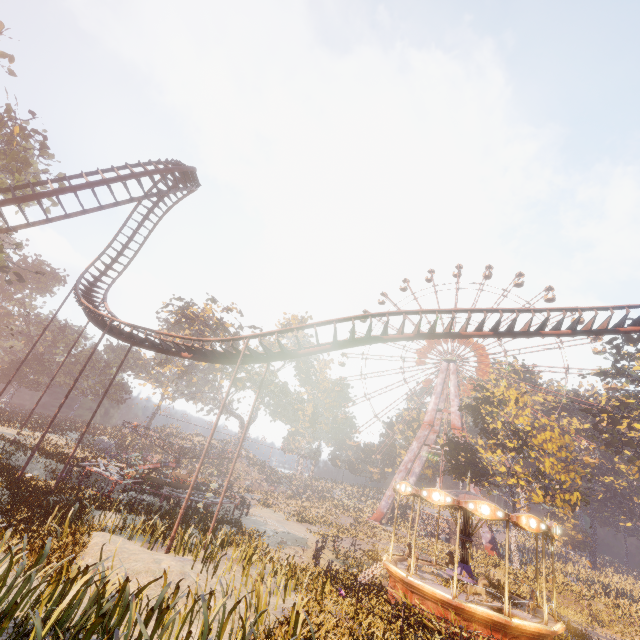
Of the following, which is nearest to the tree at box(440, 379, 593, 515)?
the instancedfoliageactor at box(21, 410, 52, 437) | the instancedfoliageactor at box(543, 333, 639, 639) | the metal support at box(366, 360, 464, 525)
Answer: the instancedfoliageactor at box(543, 333, 639, 639)

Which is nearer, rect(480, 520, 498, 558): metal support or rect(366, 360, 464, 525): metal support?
rect(480, 520, 498, 558): metal support

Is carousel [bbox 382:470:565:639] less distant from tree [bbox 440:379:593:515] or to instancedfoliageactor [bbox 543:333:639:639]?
instancedfoliageactor [bbox 543:333:639:639]

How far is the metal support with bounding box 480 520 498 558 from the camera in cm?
3922

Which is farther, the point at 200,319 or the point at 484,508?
the point at 200,319

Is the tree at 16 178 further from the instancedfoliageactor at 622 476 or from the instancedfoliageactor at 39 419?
the instancedfoliageactor at 622 476

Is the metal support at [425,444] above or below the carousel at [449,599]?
above

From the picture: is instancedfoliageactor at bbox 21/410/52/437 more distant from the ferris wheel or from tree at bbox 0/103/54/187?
the ferris wheel
